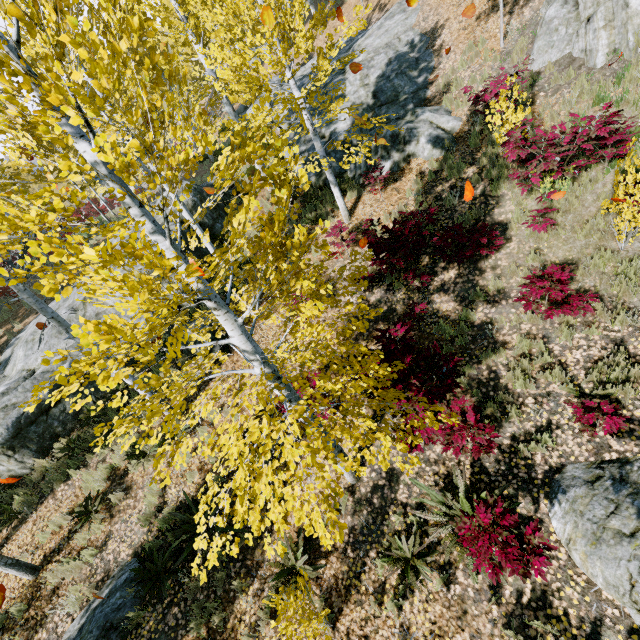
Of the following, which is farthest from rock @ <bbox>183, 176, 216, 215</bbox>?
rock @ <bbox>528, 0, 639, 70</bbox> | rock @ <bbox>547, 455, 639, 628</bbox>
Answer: rock @ <bbox>528, 0, 639, 70</bbox>

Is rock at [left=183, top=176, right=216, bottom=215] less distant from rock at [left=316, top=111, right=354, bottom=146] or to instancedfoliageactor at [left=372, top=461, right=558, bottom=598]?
instancedfoliageactor at [left=372, top=461, right=558, bottom=598]

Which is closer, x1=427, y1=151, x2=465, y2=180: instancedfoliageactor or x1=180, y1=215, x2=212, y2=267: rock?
x1=427, y1=151, x2=465, y2=180: instancedfoliageactor

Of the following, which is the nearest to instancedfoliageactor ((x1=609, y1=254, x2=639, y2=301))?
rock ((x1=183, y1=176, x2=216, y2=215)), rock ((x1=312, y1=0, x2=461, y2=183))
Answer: rock ((x1=183, y1=176, x2=216, y2=215))

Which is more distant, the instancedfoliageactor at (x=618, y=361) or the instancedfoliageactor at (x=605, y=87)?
the instancedfoliageactor at (x=605, y=87)

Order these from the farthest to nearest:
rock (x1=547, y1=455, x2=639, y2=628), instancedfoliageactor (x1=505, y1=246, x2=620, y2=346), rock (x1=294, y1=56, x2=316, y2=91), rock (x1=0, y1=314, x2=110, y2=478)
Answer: rock (x1=294, y1=56, x2=316, y2=91)
rock (x1=0, y1=314, x2=110, y2=478)
instancedfoliageactor (x1=505, y1=246, x2=620, y2=346)
rock (x1=547, y1=455, x2=639, y2=628)

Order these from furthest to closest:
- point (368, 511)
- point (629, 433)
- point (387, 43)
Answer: point (387, 43), point (368, 511), point (629, 433)
